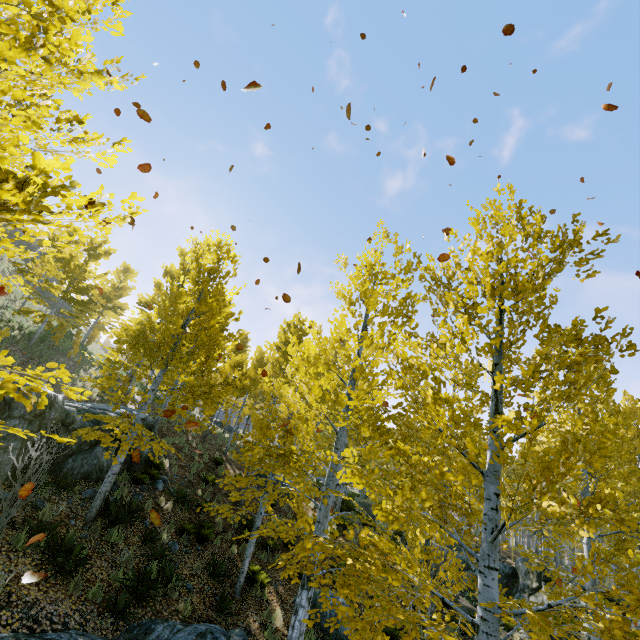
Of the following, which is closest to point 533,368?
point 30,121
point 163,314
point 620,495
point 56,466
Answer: point 620,495

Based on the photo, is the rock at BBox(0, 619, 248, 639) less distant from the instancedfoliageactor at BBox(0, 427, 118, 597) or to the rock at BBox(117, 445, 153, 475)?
the instancedfoliageactor at BBox(0, 427, 118, 597)

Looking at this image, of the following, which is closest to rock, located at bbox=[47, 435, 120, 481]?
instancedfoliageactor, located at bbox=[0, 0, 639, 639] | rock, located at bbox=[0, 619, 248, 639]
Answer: instancedfoliageactor, located at bbox=[0, 0, 639, 639]

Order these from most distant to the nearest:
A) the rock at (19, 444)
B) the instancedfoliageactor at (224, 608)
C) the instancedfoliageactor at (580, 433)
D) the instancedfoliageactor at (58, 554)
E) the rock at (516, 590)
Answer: the rock at (516, 590), the instancedfoliageactor at (224, 608), the rock at (19, 444), the instancedfoliageactor at (58, 554), the instancedfoliageactor at (580, 433)

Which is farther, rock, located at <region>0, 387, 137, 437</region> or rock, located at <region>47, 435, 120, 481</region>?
rock, located at <region>47, 435, 120, 481</region>

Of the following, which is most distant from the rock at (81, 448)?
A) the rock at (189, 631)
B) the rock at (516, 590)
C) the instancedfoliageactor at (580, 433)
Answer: the rock at (516, 590)

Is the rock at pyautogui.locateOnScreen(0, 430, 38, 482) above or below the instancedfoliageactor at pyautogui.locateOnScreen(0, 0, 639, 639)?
below

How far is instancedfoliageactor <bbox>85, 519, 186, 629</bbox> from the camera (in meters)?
6.59
